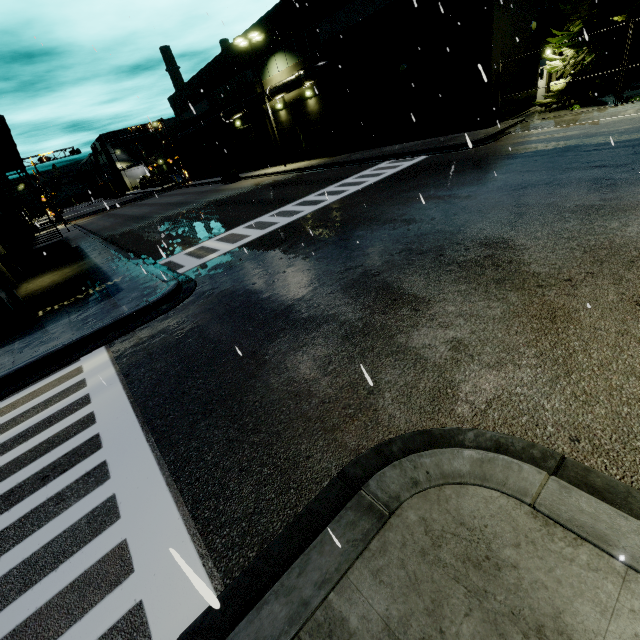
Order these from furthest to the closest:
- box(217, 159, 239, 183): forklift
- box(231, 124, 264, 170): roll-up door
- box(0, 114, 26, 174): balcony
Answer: box(231, 124, 264, 170): roll-up door, box(217, 159, 239, 183): forklift, box(0, 114, 26, 174): balcony

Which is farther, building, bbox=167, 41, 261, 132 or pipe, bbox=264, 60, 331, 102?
building, bbox=167, 41, 261, 132

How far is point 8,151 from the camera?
12.9 meters

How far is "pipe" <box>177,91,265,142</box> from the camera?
30.0 meters

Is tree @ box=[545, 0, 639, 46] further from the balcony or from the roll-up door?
the roll-up door

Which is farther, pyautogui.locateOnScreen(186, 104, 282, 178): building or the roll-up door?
the roll-up door

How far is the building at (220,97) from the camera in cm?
3041

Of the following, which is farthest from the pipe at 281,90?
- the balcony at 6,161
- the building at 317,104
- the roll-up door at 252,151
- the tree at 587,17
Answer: the balcony at 6,161
